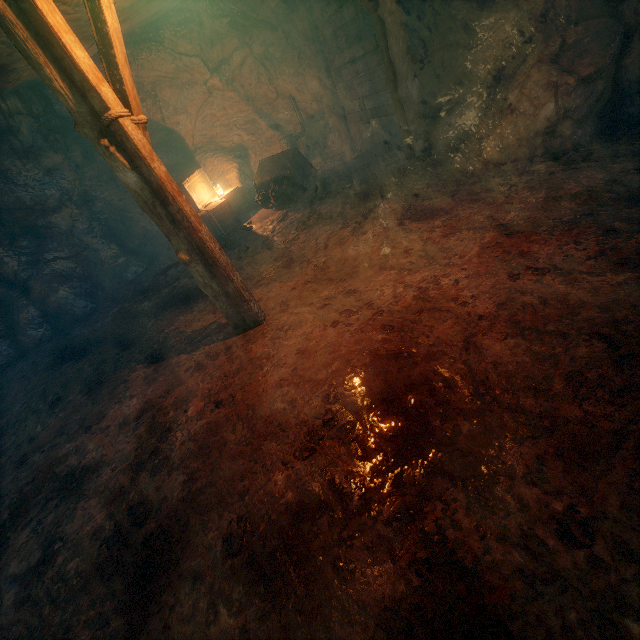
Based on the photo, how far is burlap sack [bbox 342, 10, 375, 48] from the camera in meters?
8.4 m

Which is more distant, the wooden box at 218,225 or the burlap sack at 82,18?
the wooden box at 218,225

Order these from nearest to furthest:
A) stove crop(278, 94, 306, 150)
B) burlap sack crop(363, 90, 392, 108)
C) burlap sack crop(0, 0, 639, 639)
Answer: burlap sack crop(0, 0, 639, 639) < burlap sack crop(363, 90, 392, 108) < stove crop(278, 94, 306, 150)

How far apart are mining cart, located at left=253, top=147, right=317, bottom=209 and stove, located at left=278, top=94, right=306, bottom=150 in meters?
1.7 m

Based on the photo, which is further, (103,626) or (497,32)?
(497,32)

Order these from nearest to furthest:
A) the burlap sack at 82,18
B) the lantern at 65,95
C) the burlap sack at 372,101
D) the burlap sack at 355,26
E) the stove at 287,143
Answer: the lantern at 65,95, the burlap sack at 82,18, the burlap sack at 355,26, the burlap sack at 372,101, the stove at 287,143

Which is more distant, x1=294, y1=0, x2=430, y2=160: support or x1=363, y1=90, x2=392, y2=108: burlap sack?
x1=363, y1=90, x2=392, y2=108: burlap sack
